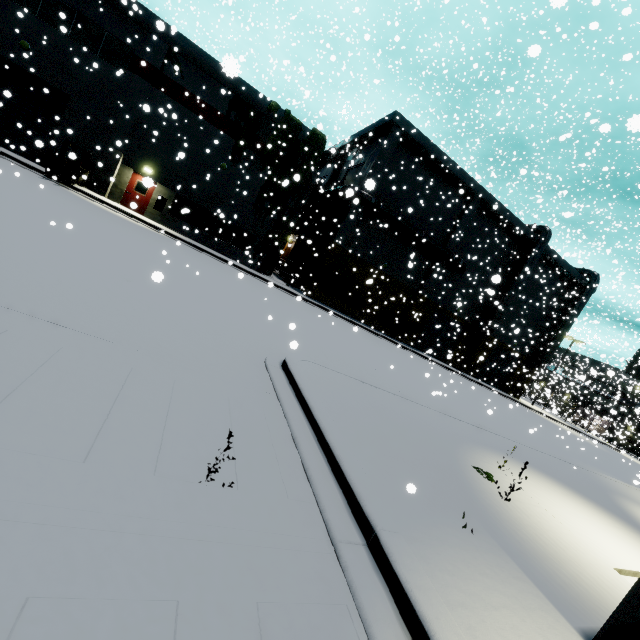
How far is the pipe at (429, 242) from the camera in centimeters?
2488cm

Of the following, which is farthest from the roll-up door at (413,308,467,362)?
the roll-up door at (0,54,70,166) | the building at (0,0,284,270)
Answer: the roll-up door at (0,54,70,166)

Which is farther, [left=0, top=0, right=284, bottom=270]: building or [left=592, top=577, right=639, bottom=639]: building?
[left=0, top=0, right=284, bottom=270]: building

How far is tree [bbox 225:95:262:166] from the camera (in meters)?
21.30

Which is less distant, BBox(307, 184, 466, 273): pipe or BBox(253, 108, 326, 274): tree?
BBox(253, 108, 326, 274): tree

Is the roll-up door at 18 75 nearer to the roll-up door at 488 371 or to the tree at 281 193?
the tree at 281 193

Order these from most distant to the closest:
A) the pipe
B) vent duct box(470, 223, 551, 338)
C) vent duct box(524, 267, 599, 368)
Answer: vent duct box(524, 267, 599, 368) → vent duct box(470, 223, 551, 338) → the pipe

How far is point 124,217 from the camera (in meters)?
18.39
